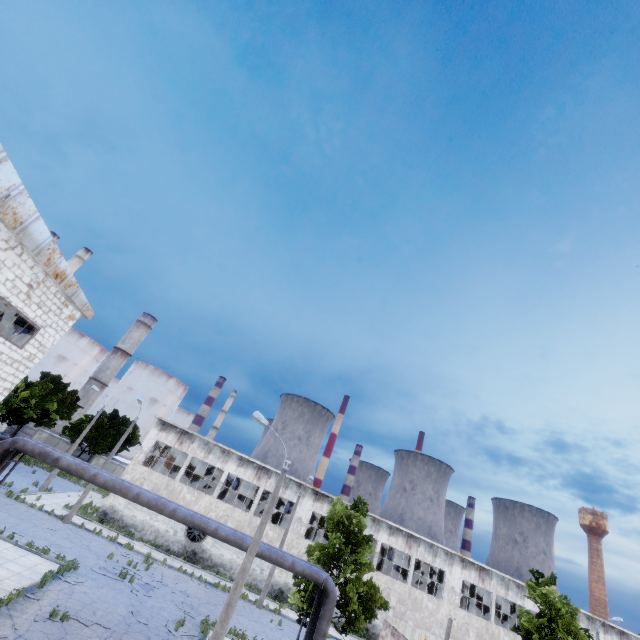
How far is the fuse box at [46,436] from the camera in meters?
46.3

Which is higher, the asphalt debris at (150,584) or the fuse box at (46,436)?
the fuse box at (46,436)

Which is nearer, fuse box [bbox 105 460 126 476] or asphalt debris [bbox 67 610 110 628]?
asphalt debris [bbox 67 610 110 628]

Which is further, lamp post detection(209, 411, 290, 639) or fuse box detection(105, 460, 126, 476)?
fuse box detection(105, 460, 126, 476)

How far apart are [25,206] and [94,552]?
24.09m

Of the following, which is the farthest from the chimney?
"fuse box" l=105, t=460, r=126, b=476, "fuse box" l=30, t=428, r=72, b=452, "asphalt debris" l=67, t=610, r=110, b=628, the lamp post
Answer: the lamp post

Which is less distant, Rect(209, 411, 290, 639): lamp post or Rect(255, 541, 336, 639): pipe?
Rect(209, 411, 290, 639): lamp post

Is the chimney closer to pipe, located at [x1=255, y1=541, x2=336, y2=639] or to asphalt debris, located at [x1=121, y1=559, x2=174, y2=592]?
asphalt debris, located at [x1=121, y1=559, x2=174, y2=592]
